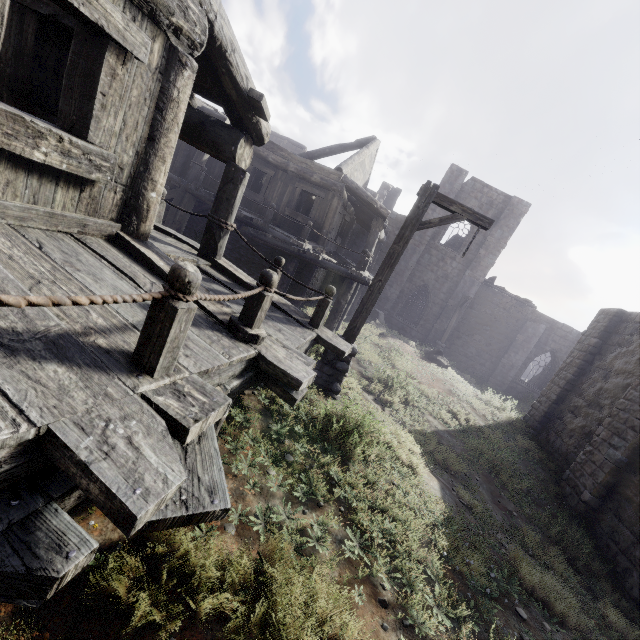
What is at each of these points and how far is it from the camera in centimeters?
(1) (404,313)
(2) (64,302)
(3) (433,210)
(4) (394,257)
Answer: (1) building, 2416cm
(2) building, 138cm
(3) building, 2242cm
(4) wooden lamp post, 650cm

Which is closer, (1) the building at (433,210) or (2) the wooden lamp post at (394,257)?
(2) the wooden lamp post at (394,257)

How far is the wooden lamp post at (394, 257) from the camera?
6.2m

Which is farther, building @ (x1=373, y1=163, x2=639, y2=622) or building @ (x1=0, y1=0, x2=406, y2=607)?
building @ (x1=373, y1=163, x2=639, y2=622)

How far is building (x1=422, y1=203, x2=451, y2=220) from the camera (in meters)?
22.36

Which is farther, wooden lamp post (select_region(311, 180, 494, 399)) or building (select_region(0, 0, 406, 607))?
wooden lamp post (select_region(311, 180, 494, 399))

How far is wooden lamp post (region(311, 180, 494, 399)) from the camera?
6.2 meters
